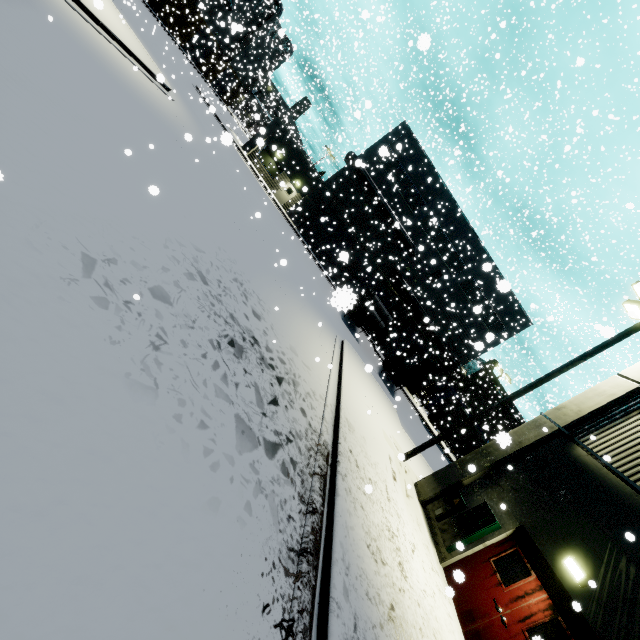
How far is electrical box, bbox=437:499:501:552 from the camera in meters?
8.4 m

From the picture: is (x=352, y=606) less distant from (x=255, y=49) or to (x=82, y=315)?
A: (x=82, y=315)

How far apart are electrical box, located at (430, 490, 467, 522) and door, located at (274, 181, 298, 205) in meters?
Answer: 28.8 m

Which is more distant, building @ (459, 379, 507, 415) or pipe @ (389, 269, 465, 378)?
building @ (459, 379, 507, 415)

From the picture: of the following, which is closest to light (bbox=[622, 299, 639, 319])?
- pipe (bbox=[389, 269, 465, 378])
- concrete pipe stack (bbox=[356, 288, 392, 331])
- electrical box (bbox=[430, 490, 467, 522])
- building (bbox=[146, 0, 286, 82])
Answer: building (bbox=[146, 0, 286, 82])

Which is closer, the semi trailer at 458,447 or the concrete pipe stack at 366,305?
the concrete pipe stack at 366,305

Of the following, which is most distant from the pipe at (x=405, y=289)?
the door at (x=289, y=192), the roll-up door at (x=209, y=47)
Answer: the roll-up door at (x=209, y=47)

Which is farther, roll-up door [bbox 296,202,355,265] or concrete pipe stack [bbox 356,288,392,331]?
roll-up door [bbox 296,202,355,265]
